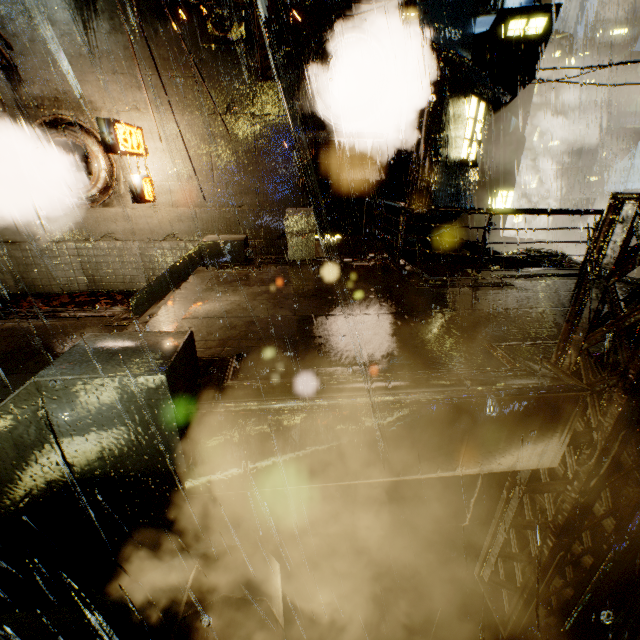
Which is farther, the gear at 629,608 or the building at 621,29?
the building at 621,29

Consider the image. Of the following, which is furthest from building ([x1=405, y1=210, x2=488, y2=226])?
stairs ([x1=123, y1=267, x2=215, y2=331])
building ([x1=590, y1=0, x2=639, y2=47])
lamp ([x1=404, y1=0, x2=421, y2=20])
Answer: building ([x1=590, y1=0, x2=639, y2=47])

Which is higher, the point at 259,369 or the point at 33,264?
the point at 259,369

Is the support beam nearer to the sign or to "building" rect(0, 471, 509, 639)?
"building" rect(0, 471, 509, 639)

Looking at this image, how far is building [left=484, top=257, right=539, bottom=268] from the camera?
10.0m

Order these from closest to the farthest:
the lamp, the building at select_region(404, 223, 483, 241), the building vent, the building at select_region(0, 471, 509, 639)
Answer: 1. the building at select_region(0, 471, 509, 639)
2. the lamp
3. the building at select_region(404, 223, 483, 241)
4. the building vent

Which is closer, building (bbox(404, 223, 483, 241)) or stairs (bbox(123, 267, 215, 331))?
stairs (bbox(123, 267, 215, 331))

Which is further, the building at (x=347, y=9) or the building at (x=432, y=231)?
the building at (x=432, y=231)
